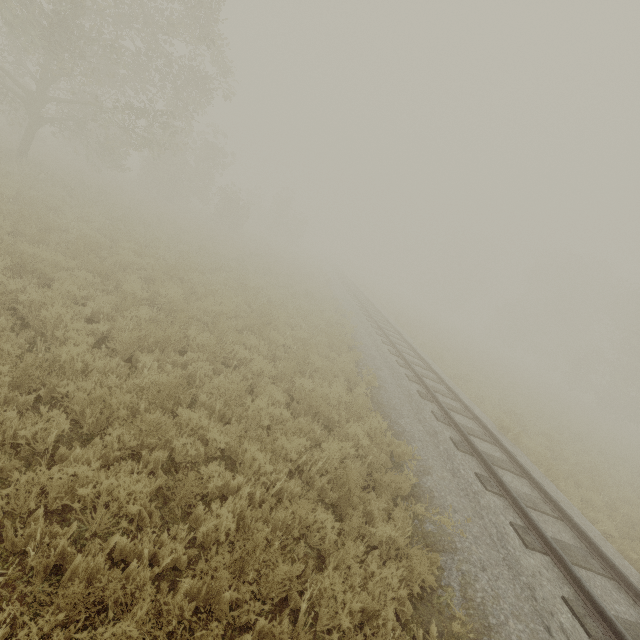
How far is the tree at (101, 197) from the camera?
14.7 meters

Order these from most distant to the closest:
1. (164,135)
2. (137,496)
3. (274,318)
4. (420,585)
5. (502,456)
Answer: (164,135) < (274,318) < (502,456) < (420,585) < (137,496)

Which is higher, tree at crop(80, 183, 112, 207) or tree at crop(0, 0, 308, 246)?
tree at crop(0, 0, 308, 246)

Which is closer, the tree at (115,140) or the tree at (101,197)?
the tree at (115,140)

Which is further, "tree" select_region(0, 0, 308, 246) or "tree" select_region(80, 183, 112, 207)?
"tree" select_region(80, 183, 112, 207)

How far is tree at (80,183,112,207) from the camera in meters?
14.7 m
